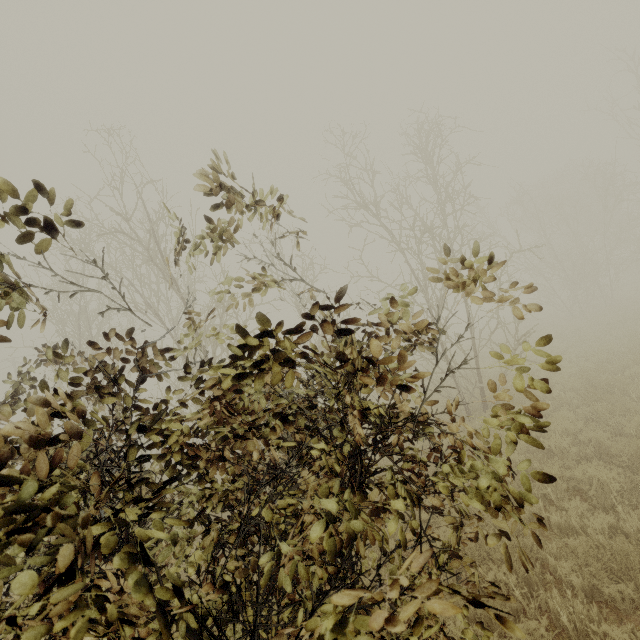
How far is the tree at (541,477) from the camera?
1.1 meters

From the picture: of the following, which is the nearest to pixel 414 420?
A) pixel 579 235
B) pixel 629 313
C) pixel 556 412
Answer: pixel 556 412

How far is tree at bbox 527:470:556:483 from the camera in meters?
1.1 m
